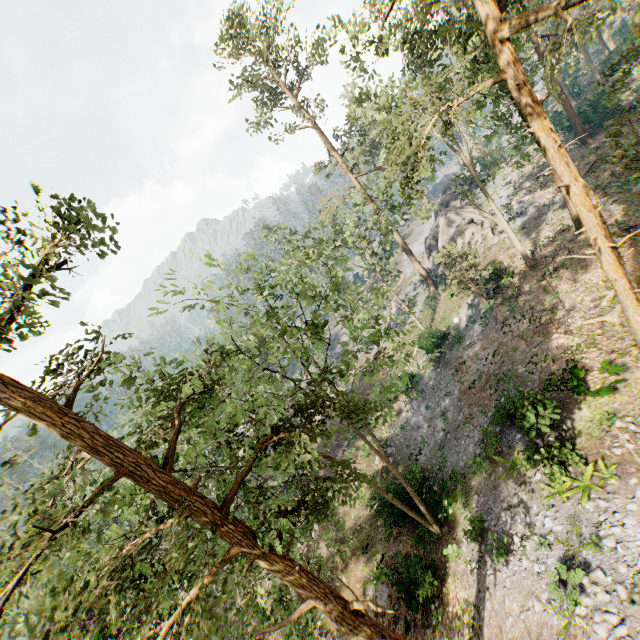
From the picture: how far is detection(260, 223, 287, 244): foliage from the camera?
29.4m

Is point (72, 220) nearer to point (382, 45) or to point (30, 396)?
point (30, 396)

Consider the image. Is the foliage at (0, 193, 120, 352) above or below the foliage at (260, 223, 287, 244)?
above

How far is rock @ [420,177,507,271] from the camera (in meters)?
33.72

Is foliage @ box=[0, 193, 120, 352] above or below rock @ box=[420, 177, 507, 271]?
above

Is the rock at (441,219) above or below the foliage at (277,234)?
below

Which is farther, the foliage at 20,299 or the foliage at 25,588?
the foliage at 25,588

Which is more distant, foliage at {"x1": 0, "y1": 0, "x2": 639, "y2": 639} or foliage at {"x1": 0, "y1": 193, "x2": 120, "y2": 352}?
foliage at {"x1": 0, "y1": 0, "x2": 639, "y2": 639}
